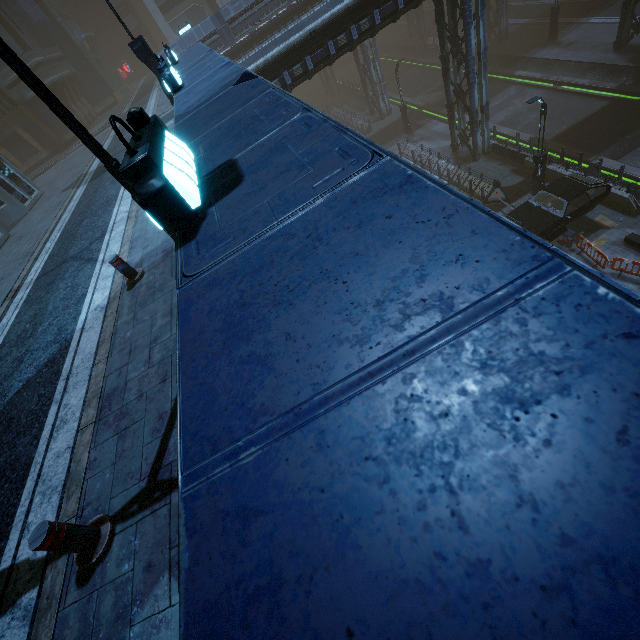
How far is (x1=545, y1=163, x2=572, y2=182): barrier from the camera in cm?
1841

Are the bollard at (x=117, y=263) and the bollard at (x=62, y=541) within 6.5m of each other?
yes

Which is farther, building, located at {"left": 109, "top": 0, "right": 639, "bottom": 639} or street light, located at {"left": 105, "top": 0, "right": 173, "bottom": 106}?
street light, located at {"left": 105, "top": 0, "right": 173, "bottom": 106}

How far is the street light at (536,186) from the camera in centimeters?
1573cm

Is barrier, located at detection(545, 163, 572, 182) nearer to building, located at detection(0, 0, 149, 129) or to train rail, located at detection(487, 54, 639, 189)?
building, located at detection(0, 0, 149, 129)

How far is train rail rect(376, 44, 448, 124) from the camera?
33.1m

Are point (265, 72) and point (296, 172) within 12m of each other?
no

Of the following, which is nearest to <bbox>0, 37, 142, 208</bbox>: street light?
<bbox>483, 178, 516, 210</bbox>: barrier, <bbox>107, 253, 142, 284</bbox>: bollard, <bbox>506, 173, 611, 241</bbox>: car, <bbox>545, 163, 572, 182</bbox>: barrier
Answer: <bbox>107, 253, 142, 284</bbox>: bollard
